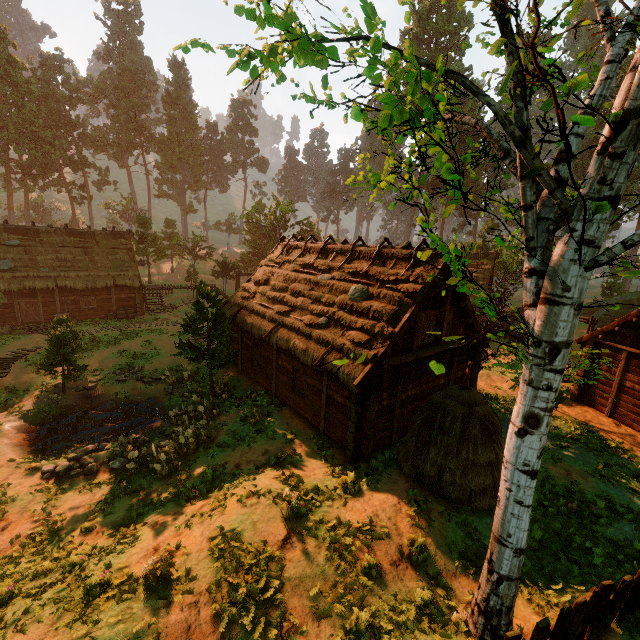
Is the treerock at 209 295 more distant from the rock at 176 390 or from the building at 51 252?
the rock at 176 390

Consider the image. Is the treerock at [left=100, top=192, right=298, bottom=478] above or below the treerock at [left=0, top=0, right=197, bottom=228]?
below

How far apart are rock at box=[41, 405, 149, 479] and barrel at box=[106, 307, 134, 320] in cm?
1773

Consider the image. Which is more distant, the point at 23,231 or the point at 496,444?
the point at 23,231

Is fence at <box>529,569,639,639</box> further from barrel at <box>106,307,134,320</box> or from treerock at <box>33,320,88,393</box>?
barrel at <box>106,307,134,320</box>

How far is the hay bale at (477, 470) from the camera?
9.3 meters

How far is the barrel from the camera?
28.8m

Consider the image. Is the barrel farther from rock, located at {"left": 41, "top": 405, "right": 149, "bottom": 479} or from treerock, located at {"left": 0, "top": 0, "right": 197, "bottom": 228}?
rock, located at {"left": 41, "top": 405, "right": 149, "bottom": 479}
